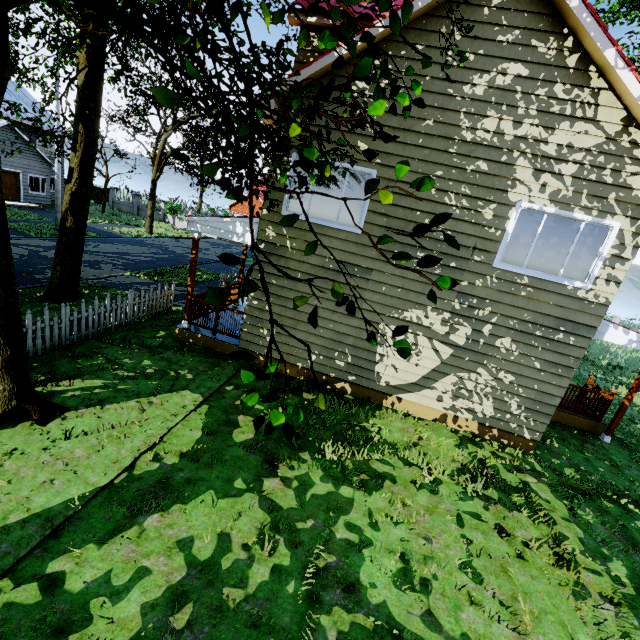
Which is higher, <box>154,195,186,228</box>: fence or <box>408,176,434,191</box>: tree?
<box>408,176,434,191</box>: tree

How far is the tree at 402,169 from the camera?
1.6m

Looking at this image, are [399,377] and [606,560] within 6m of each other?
yes

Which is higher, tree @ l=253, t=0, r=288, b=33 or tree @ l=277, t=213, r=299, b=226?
tree @ l=253, t=0, r=288, b=33

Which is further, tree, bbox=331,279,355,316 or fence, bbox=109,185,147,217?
fence, bbox=109,185,147,217

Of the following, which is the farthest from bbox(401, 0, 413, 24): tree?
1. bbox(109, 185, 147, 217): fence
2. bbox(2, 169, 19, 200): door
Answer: bbox(2, 169, 19, 200): door
